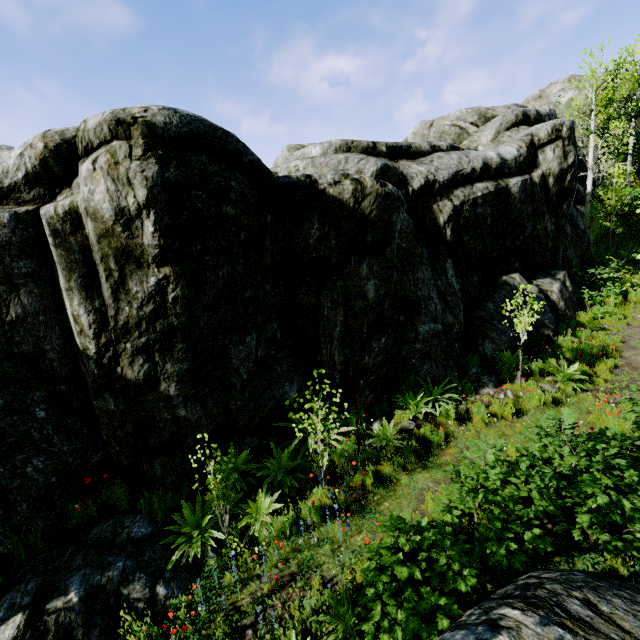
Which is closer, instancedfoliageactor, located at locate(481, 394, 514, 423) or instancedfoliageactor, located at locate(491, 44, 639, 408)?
instancedfoliageactor, located at locate(481, 394, 514, 423)

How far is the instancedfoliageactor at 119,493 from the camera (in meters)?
6.41

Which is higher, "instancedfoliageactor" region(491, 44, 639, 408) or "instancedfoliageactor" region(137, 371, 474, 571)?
"instancedfoliageactor" region(491, 44, 639, 408)

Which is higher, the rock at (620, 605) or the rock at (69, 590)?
the rock at (620, 605)

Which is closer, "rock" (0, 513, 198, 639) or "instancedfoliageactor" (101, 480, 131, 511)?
"rock" (0, 513, 198, 639)

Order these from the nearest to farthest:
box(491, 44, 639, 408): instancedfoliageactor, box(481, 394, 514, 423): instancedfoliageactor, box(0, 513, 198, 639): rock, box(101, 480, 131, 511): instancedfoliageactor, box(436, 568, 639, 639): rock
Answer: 1. box(436, 568, 639, 639): rock
2. box(0, 513, 198, 639): rock
3. box(101, 480, 131, 511): instancedfoliageactor
4. box(481, 394, 514, 423): instancedfoliageactor
5. box(491, 44, 639, 408): instancedfoliageactor

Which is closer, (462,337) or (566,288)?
(462,337)
